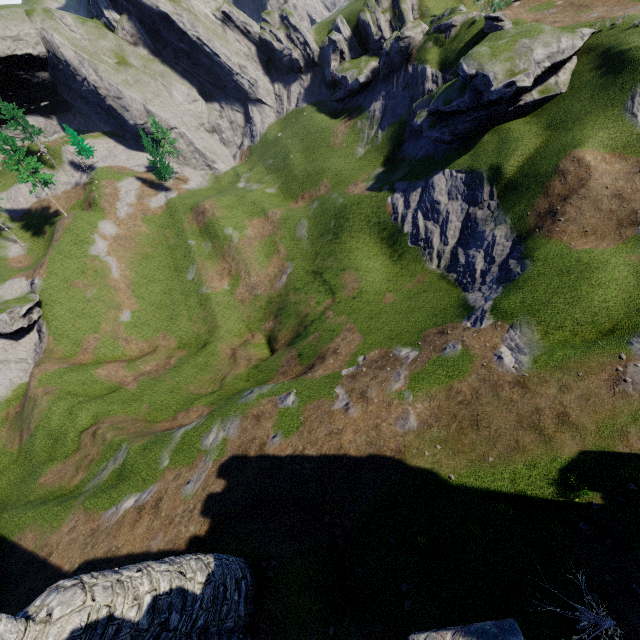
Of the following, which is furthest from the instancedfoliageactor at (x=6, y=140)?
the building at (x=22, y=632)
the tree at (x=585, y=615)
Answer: the tree at (x=585, y=615)

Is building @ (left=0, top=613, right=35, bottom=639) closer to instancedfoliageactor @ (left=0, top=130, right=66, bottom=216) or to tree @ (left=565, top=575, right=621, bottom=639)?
tree @ (left=565, top=575, right=621, bottom=639)

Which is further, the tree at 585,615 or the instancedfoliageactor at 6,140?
the instancedfoliageactor at 6,140

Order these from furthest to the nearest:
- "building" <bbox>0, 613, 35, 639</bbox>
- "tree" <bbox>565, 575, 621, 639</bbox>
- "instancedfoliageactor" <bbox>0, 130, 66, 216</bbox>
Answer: "instancedfoliageactor" <bbox>0, 130, 66, 216</bbox> < "tree" <bbox>565, 575, 621, 639</bbox> < "building" <bbox>0, 613, 35, 639</bbox>

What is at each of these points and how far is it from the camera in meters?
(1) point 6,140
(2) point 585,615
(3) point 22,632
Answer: (1) instancedfoliageactor, 47.5 m
(2) tree, 10.4 m
(3) building, 8.4 m

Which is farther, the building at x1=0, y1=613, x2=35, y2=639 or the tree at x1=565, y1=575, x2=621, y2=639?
the tree at x1=565, y1=575, x2=621, y2=639

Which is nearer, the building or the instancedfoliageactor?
the building

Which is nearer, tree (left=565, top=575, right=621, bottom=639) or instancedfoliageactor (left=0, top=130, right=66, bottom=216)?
tree (left=565, top=575, right=621, bottom=639)
